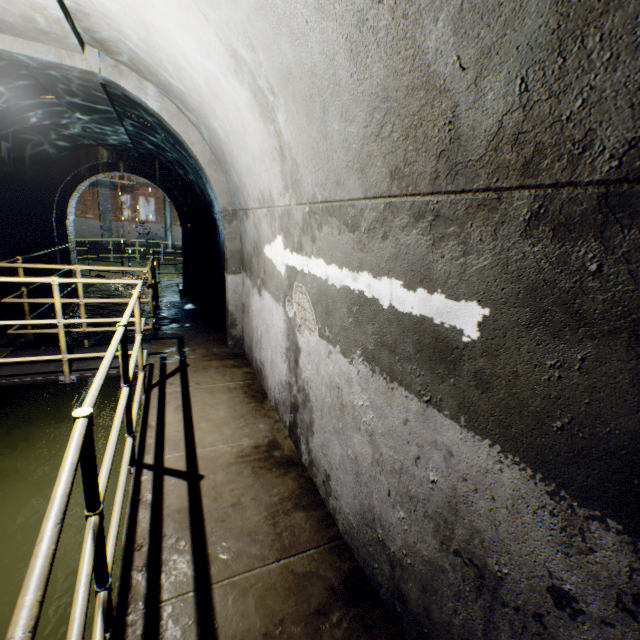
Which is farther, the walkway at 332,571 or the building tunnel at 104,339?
the building tunnel at 104,339

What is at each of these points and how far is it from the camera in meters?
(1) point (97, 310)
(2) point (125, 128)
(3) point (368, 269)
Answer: (1) building tunnel, 9.7 m
(2) building tunnel, 7.0 m
(3) building tunnel, 1.8 m

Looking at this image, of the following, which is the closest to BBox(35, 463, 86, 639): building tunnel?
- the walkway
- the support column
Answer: the walkway

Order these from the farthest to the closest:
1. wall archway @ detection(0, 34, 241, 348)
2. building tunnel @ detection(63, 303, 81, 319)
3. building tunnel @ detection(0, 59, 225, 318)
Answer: building tunnel @ detection(63, 303, 81, 319) → building tunnel @ detection(0, 59, 225, 318) → wall archway @ detection(0, 34, 241, 348)

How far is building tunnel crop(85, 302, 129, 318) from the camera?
9.5 meters

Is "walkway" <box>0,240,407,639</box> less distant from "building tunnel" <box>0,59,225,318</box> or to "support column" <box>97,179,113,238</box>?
"building tunnel" <box>0,59,225,318</box>

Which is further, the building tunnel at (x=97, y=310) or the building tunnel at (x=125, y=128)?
the building tunnel at (x=97, y=310)
